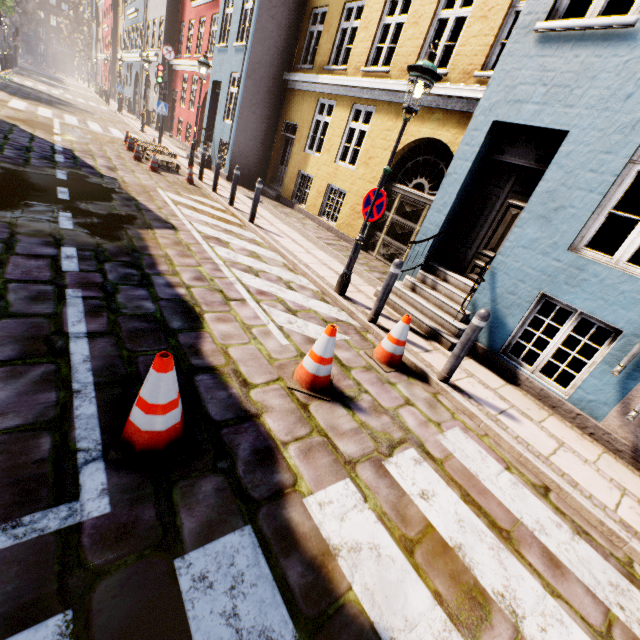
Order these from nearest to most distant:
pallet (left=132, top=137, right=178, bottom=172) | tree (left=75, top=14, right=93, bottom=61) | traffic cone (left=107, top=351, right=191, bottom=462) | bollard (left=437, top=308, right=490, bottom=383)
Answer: traffic cone (left=107, top=351, right=191, bottom=462), bollard (left=437, top=308, right=490, bottom=383), pallet (left=132, top=137, right=178, bottom=172), tree (left=75, top=14, right=93, bottom=61)

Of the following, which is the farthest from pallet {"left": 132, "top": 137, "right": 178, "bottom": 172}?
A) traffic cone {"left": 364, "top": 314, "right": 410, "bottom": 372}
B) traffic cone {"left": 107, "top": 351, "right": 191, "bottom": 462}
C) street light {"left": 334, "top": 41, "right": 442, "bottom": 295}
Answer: traffic cone {"left": 107, "top": 351, "right": 191, "bottom": 462}

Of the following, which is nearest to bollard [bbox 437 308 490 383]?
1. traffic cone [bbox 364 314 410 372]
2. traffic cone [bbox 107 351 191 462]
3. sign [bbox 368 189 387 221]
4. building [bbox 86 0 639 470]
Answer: traffic cone [bbox 364 314 410 372]

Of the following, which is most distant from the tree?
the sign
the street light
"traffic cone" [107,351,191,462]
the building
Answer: "traffic cone" [107,351,191,462]

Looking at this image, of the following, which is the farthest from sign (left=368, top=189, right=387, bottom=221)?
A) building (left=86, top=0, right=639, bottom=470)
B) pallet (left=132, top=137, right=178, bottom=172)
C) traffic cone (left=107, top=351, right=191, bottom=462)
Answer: pallet (left=132, top=137, right=178, bottom=172)

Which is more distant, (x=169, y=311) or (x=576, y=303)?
(x=576, y=303)

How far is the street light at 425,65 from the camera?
4.4m

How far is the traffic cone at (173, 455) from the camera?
2.1m
